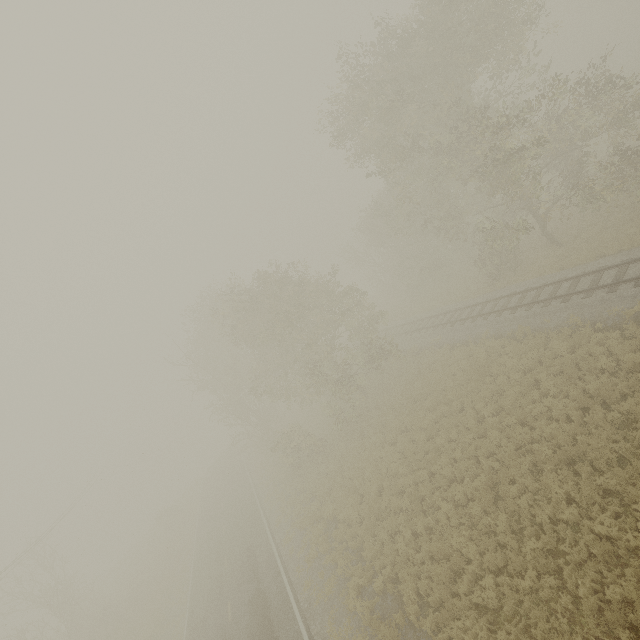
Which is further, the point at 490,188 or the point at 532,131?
the point at 532,131
